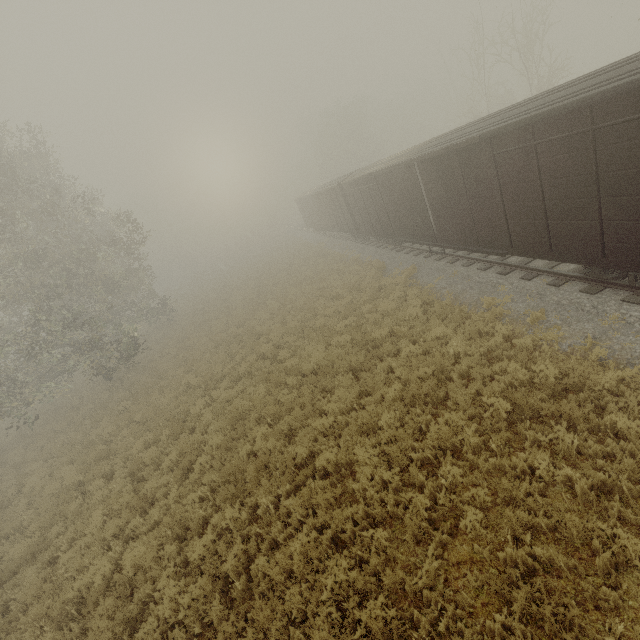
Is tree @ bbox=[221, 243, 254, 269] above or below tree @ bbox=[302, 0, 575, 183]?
below

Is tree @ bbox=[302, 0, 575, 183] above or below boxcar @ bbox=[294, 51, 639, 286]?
above

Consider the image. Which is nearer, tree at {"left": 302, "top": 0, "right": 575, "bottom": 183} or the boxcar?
the boxcar

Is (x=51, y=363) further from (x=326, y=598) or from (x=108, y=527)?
(x=326, y=598)

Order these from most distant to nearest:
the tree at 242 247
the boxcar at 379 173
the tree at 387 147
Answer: the tree at 242 247 < the tree at 387 147 < the boxcar at 379 173

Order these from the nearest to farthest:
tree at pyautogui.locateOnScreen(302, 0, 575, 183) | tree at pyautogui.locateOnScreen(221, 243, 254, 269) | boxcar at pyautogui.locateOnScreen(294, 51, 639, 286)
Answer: boxcar at pyautogui.locateOnScreen(294, 51, 639, 286), tree at pyautogui.locateOnScreen(302, 0, 575, 183), tree at pyautogui.locateOnScreen(221, 243, 254, 269)

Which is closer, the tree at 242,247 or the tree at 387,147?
the tree at 387,147
